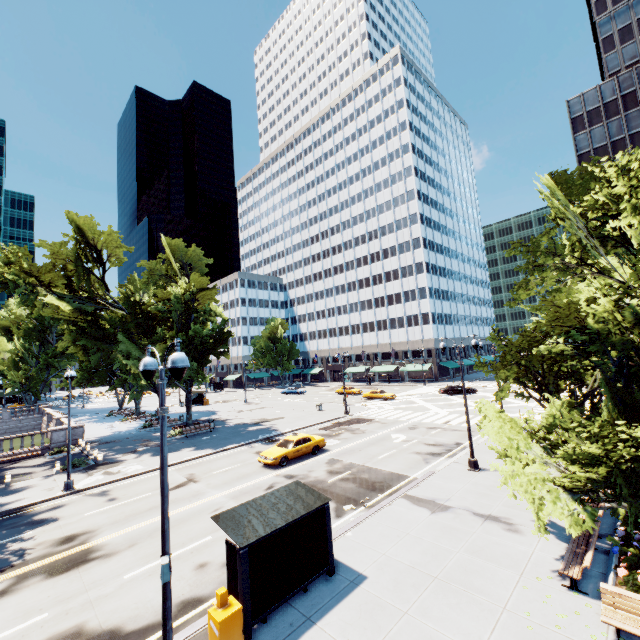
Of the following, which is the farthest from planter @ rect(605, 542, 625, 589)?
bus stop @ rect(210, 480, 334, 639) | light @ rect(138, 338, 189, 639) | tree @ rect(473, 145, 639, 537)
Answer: bus stop @ rect(210, 480, 334, 639)

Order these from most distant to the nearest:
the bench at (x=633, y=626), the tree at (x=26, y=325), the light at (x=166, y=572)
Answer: the tree at (x=26, y=325) → the bench at (x=633, y=626) → the light at (x=166, y=572)

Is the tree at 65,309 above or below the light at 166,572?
above

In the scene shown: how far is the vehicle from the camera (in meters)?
21.34

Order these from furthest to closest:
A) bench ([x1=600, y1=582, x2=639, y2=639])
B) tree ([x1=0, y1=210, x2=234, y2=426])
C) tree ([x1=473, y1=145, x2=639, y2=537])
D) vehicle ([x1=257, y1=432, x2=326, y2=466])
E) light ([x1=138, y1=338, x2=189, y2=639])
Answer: tree ([x1=0, y1=210, x2=234, y2=426]), vehicle ([x1=257, y1=432, x2=326, y2=466]), tree ([x1=473, y1=145, x2=639, y2=537]), bench ([x1=600, y1=582, x2=639, y2=639]), light ([x1=138, y1=338, x2=189, y2=639])

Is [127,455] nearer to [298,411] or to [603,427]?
[298,411]

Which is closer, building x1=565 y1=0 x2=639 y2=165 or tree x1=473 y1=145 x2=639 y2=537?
tree x1=473 y1=145 x2=639 y2=537

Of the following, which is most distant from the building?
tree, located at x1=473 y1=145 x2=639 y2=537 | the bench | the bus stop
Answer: the bus stop
